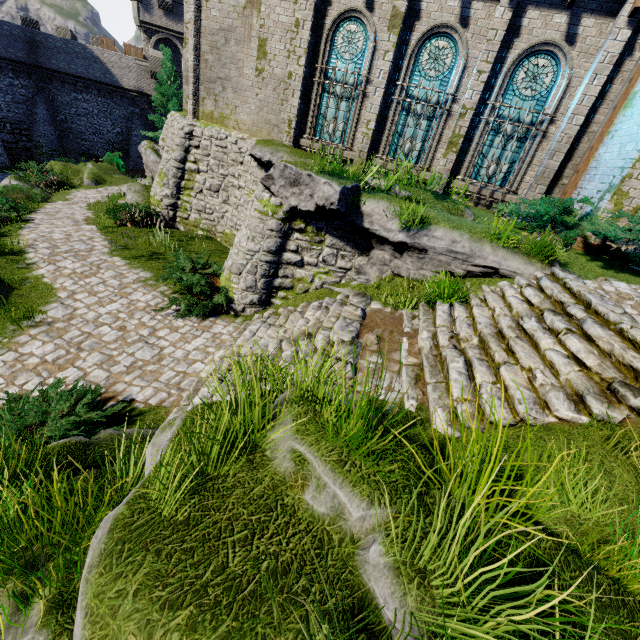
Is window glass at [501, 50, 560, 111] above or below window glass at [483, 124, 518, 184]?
above

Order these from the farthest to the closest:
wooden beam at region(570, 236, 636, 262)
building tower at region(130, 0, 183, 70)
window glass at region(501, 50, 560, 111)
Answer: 1. building tower at region(130, 0, 183, 70)
2. window glass at region(501, 50, 560, 111)
3. wooden beam at region(570, 236, 636, 262)

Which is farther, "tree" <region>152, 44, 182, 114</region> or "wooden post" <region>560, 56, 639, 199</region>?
"tree" <region>152, 44, 182, 114</region>

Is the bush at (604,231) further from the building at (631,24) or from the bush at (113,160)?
the bush at (113,160)

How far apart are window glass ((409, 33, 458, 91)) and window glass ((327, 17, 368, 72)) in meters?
1.5

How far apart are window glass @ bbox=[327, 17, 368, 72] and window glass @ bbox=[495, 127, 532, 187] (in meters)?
4.51

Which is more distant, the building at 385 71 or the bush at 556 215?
the building at 385 71

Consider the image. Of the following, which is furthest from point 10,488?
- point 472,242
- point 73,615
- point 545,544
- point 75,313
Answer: point 472,242
